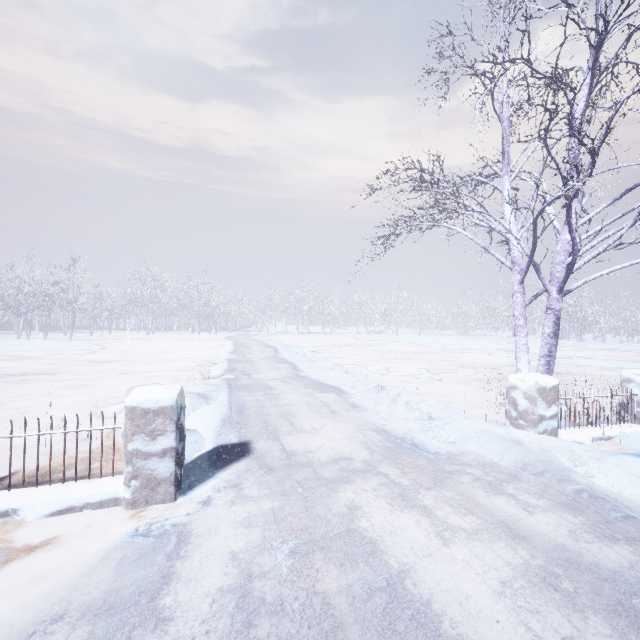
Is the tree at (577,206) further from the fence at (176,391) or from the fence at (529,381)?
the fence at (176,391)

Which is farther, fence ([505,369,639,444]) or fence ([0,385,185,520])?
fence ([505,369,639,444])

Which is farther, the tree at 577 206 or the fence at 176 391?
the tree at 577 206

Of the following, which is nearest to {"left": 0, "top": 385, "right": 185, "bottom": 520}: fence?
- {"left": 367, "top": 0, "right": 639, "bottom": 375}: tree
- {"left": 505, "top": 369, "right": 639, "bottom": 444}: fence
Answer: {"left": 367, "top": 0, "right": 639, "bottom": 375}: tree

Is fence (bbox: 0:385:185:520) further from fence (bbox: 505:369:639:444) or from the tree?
fence (bbox: 505:369:639:444)

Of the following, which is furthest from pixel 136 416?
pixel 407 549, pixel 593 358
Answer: pixel 593 358

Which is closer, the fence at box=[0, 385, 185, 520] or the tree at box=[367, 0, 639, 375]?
the fence at box=[0, 385, 185, 520]
